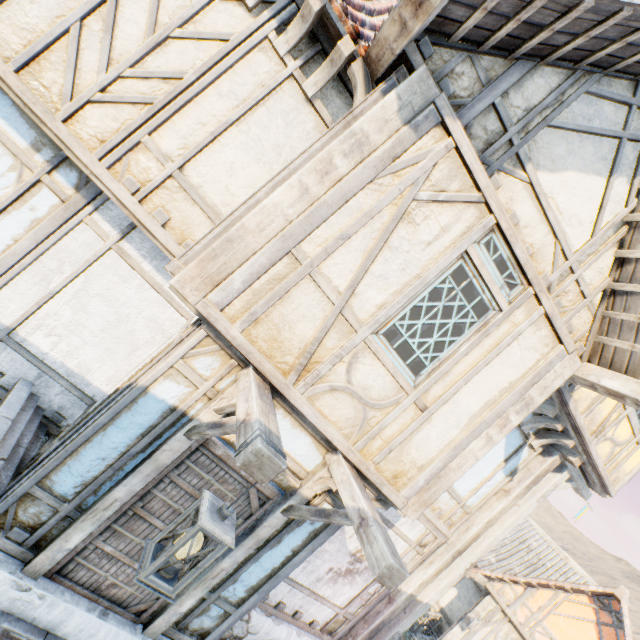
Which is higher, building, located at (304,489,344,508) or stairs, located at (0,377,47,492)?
building, located at (304,489,344,508)

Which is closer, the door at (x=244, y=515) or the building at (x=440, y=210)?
the building at (x=440, y=210)

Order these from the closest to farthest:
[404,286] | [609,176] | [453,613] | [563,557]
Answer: [404,286], [609,176], [453,613], [563,557]

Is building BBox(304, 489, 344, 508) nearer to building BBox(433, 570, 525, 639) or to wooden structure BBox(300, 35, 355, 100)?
wooden structure BBox(300, 35, 355, 100)

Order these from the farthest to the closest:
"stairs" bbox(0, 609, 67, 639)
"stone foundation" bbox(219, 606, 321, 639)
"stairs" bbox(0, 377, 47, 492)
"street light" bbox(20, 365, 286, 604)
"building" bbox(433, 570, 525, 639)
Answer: "building" bbox(433, 570, 525, 639) < "stone foundation" bbox(219, 606, 321, 639) < "stairs" bbox(0, 377, 47, 492) < "stairs" bbox(0, 609, 67, 639) < "street light" bbox(20, 365, 286, 604)

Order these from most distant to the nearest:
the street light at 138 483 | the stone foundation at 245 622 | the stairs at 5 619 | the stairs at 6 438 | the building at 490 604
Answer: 1. the building at 490 604
2. the stone foundation at 245 622
3. the stairs at 6 438
4. the stairs at 5 619
5. the street light at 138 483

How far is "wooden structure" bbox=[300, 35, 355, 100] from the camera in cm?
332

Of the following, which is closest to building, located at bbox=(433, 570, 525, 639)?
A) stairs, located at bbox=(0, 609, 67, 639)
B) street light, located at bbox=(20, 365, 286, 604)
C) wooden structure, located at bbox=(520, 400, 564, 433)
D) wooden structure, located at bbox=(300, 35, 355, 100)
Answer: wooden structure, located at bbox=(520, 400, 564, 433)
